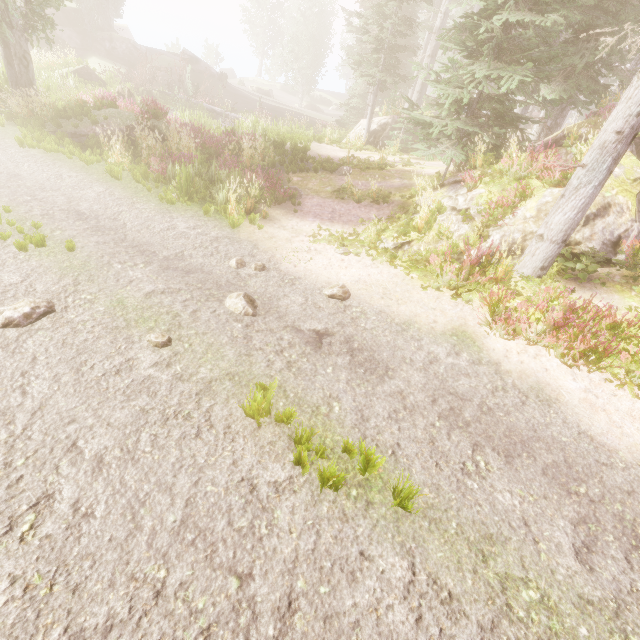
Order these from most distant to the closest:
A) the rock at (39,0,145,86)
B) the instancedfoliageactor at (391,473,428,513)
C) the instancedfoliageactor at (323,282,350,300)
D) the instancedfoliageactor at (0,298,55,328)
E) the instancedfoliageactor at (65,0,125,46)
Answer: the instancedfoliageactor at (65,0,125,46)
the rock at (39,0,145,86)
the instancedfoliageactor at (323,282,350,300)
the instancedfoliageactor at (0,298,55,328)
the instancedfoliageactor at (391,473,428,513)

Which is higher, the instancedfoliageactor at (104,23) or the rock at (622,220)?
the instancedfoliageactor at (104,23)

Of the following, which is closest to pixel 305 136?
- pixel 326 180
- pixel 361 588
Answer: pixel 326 180

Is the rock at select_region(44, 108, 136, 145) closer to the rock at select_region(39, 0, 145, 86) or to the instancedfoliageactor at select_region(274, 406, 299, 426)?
the instancedfoliageactor at select_region(274, 406, 299, 426)

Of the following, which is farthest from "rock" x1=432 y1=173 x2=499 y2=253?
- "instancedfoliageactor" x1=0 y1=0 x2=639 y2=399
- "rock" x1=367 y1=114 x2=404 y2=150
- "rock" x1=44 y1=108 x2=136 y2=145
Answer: "rock" x1=44 y1=108 x2=136 y2=145

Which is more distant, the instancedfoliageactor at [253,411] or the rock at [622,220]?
the rock at [622,220]

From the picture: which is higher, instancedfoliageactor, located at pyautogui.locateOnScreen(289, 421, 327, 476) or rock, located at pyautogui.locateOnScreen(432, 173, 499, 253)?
rock, located at pyautogui.locateOnScreen(432, 173, 499, 253)

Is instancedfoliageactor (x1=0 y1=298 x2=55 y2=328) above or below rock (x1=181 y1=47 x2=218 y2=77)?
below
